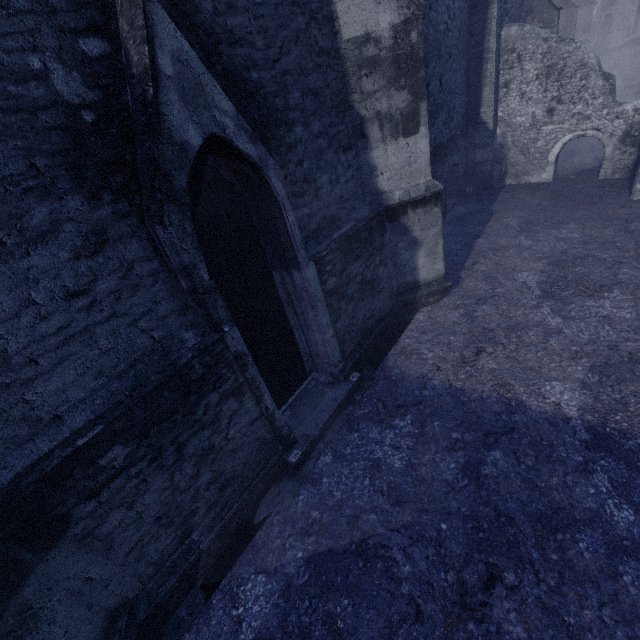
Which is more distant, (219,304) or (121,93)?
(219,304)
